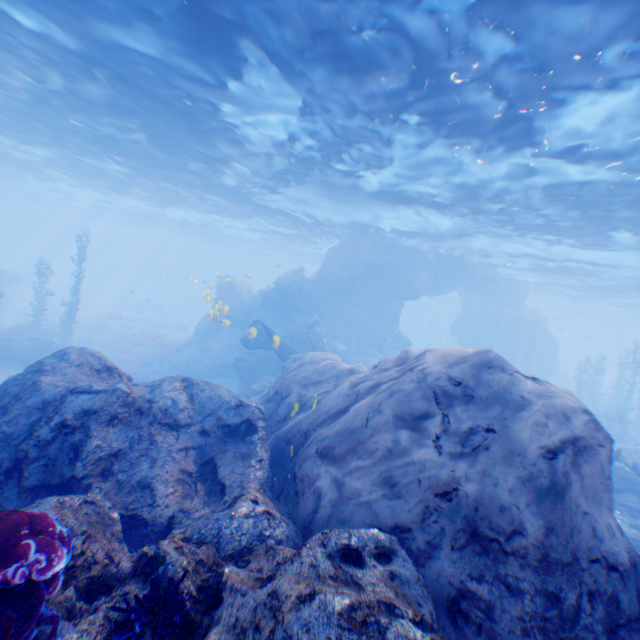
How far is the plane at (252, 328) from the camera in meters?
14.3 m

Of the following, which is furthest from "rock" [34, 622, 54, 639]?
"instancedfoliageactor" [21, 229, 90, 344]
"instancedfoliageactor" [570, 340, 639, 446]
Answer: "instancedfoliageactor" [21, 229, 90, 344]

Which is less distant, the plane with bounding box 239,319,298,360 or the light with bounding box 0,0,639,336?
the light with bounding box 0,0,639,336

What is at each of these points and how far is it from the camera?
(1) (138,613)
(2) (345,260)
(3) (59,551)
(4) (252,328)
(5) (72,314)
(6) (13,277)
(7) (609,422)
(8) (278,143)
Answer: (1) instancedfoliageactor, 2.3 meters
(2) rock, 27.4 meters
(3) instancedfoliageactor, 2.4 meters
(4) plane, 14.4 meters
(5) instancedfoliageactor, 22.6 meters
(6) rock, 31.6 meters
(7) instancedfoliageactor, 28.2 meters
(8) light, 14.6 meters

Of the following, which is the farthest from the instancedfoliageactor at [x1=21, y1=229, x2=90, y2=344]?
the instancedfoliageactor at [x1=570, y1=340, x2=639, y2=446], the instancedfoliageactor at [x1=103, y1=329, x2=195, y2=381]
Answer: the instancedfoliageactor at [x1=570, y1=340, x2=639, y2=446]

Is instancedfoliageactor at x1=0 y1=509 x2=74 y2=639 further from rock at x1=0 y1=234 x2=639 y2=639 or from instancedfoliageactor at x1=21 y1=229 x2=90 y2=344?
instancedfoliageactor at x1=21 y1=229 x2=90 y2=344

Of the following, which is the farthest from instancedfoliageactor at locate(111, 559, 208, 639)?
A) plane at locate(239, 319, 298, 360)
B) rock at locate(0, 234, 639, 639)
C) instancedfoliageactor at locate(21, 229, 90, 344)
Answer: instancedfoliageactor at locate(21, 229, 90, 344)

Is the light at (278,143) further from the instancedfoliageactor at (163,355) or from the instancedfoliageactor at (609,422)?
the instancedfoliageactor at (163,355)
